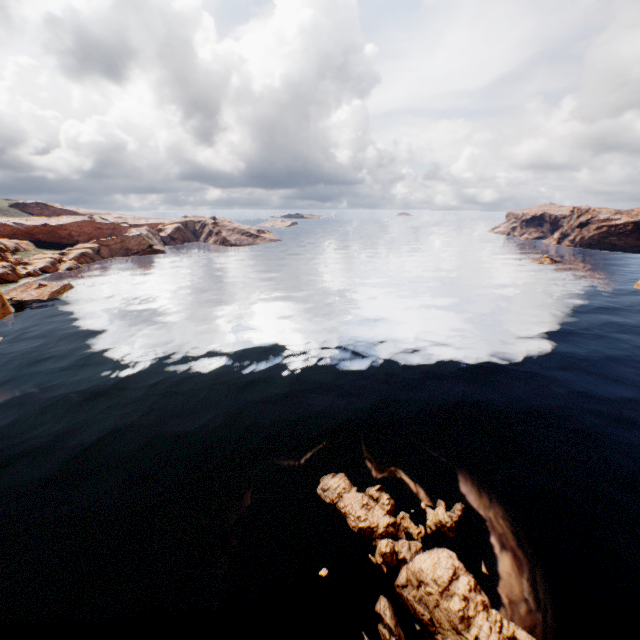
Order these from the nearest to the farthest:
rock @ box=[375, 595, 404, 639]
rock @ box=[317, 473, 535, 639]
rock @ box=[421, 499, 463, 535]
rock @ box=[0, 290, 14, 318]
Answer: rock @ box=[317, 473, 535, 639] < rock @ box=[375, 595, 404, 639] < rock @ box=[421, 499, 463, 535] < rock @ box=[0, 290, 14, 318]

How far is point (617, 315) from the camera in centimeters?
5603cm

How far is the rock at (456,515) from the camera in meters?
19.8

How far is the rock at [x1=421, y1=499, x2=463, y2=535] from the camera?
19.8m

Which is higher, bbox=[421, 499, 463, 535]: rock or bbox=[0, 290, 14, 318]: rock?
bbox=[0, 290, 14, 318]: rock

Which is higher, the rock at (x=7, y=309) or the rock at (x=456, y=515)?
the rock at (x=7, y=309)

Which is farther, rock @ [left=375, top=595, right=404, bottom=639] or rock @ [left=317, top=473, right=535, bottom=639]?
rock @ [left=375, top=595, right=404, bottom=639]
